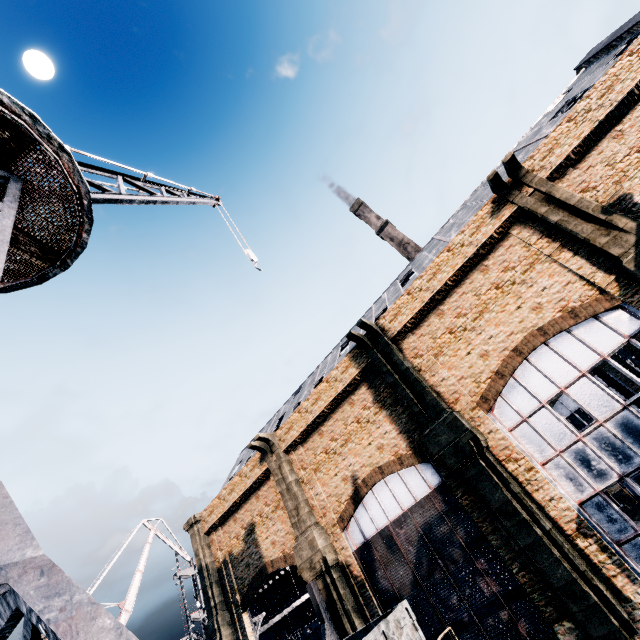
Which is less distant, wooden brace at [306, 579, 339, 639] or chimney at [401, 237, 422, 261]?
wooden brace at [306, 579, 339, 639]

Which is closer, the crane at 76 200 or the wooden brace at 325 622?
the crane at 76 200

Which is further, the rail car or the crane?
the rail car

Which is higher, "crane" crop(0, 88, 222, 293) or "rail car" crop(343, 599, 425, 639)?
"crane" crop(0, 88, 222, 293)

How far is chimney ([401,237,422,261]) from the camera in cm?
5801

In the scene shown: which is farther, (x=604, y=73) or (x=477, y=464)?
(x=604, y=73)

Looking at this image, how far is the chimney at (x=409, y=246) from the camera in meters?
58.0

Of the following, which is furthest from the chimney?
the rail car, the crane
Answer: the crane
